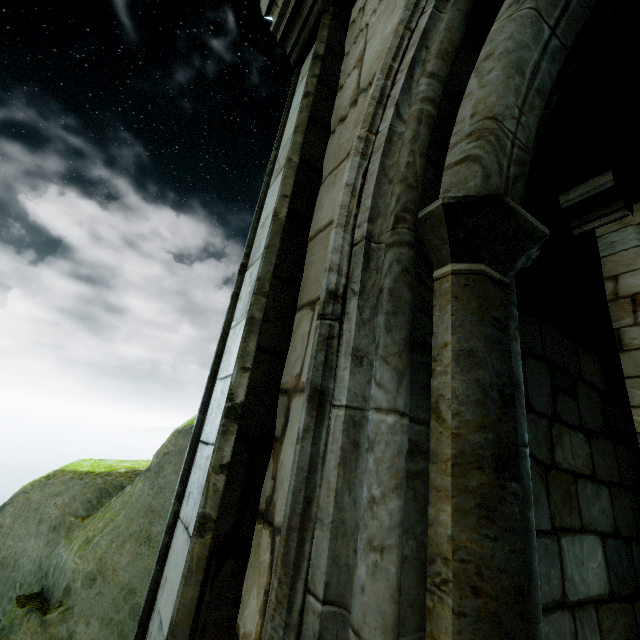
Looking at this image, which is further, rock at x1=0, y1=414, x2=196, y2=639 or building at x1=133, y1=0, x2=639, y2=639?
rock at x1=0, y1=414, x2=196, y2=639

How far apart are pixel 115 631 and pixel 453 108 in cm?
395

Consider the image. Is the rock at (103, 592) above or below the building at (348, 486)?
below

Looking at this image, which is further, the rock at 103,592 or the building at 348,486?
the rock at 103,592

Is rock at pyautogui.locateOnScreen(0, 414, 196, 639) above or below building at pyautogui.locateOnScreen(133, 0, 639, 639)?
below
